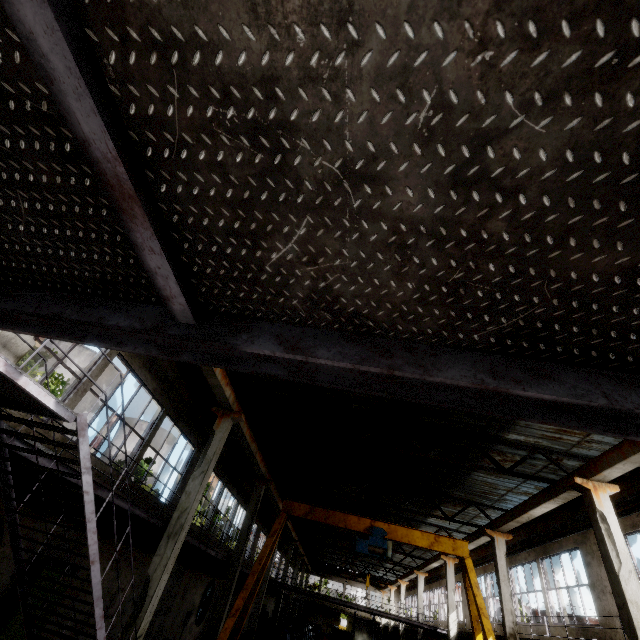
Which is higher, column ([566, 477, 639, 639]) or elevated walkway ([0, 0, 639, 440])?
column ([566, 477, 639, 639])

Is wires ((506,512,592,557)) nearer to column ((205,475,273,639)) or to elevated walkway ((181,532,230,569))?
elevated walkway ((181,532,230,569))

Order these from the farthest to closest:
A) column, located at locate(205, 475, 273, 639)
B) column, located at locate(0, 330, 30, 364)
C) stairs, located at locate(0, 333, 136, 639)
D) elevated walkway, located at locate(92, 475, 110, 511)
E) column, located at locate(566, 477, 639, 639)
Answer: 1. column, located at locate(205, 475, 273, 639)
2. column, located at locate(566, 477, 639, 639)
3. elevated walkway, located at locate(92, 475, 110, 511)
4. column, located at locate(0, 330, 30, 364)
5. stairs, located at locate(0, 333, 136, 639)

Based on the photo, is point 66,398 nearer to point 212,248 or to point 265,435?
point 212,248

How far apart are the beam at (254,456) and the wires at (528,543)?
14.83m

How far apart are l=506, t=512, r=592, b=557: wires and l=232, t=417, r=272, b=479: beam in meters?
14.8
